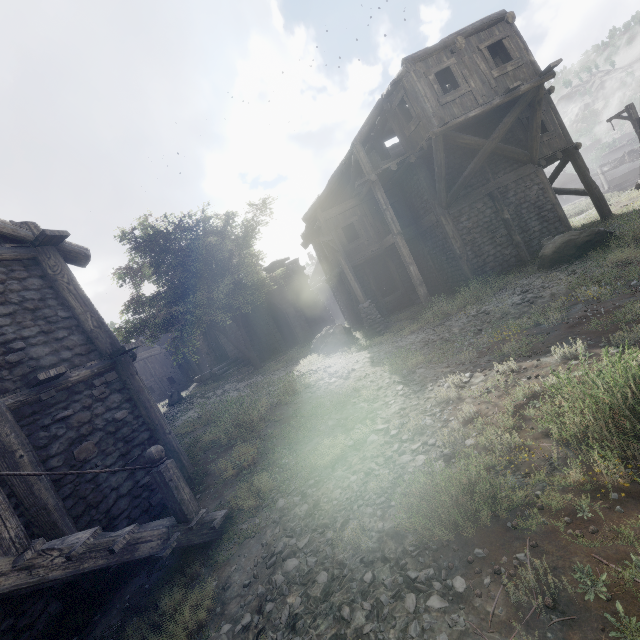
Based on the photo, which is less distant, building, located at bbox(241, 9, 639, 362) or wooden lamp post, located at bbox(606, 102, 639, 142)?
building, located at bbox(241, 9, 639, 362)

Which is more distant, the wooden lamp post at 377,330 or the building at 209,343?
the building at 209,343

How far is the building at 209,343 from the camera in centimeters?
2529cm

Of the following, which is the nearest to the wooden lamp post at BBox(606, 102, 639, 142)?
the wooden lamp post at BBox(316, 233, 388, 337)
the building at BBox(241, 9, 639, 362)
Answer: the building at BBox(241, 9, 639, 362)

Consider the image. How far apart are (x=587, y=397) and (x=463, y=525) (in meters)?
2.66

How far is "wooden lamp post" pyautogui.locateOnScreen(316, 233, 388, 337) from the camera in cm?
1455

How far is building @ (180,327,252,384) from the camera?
25.3m

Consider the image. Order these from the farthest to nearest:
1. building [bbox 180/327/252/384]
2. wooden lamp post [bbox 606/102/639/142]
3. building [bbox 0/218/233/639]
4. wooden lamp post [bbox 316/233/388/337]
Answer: building [bbox 180/327/252/384]
wooden lamp post [bbox 606/102/639/142]
wooden lamp post [bbox 316/233/388/337]
building [bbox 0/218/233/639]
